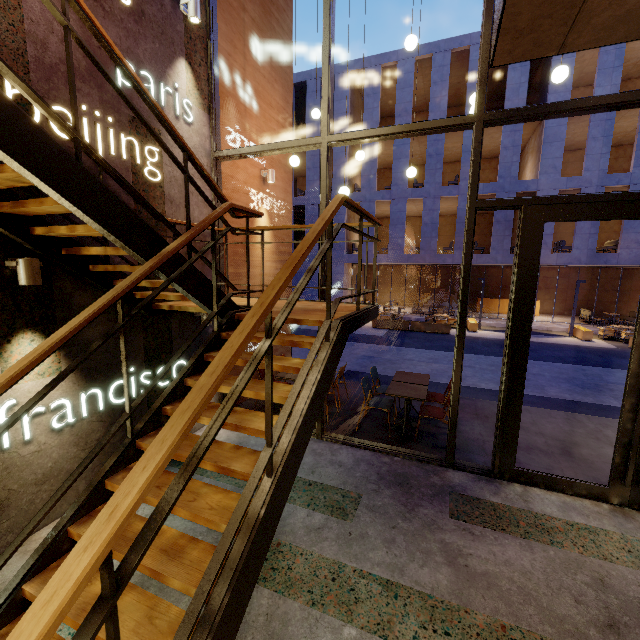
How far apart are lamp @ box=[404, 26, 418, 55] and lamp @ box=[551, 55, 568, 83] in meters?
1.9

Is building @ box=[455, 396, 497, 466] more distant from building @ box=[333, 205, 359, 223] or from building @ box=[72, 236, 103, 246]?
building @ box=[333, 205, 359, 223]

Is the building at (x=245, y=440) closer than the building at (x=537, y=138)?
Yes

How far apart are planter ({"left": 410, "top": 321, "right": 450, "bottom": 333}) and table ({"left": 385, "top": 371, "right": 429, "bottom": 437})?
11.2m

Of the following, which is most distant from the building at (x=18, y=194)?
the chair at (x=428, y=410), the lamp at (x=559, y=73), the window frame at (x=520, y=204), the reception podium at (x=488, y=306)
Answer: the reception podium at (x=488, y=306)

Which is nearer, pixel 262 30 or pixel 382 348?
pixel 262 30

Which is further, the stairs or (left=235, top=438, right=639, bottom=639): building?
(left=235, top=438, right=639, bottom=639): building

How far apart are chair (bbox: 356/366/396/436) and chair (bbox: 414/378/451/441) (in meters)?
0.41
